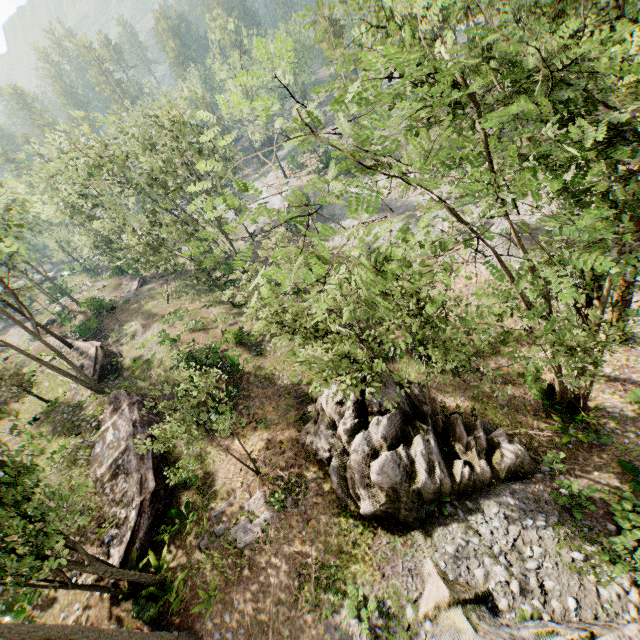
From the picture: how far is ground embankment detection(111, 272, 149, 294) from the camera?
41.2 meters

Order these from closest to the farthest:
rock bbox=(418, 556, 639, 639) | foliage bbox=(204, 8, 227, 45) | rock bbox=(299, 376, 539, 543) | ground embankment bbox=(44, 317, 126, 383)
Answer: rock bbox=(418, 556, 639, 639) → rock bbox=(299, 376, 539, 543) → ground embankment bbox=(44, 317, 126, 383) → foliage bbox=(204, 8, 227, 45)

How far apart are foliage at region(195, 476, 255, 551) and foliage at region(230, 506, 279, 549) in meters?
0.1 m

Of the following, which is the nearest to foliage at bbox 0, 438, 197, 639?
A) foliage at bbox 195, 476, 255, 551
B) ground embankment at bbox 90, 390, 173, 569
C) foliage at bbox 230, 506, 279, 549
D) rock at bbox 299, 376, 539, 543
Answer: ground embankment at bbox 90, 390, 173, 569

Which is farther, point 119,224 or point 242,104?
point 119,224

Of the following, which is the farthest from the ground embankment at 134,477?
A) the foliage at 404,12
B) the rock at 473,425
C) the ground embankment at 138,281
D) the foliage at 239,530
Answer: the ground embankment at 138,281

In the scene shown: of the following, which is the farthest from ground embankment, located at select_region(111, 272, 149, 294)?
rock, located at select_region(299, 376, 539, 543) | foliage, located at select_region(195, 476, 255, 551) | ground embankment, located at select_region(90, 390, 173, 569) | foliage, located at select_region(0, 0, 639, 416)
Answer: foliage, located at select_region(195, 476, 255, 551)

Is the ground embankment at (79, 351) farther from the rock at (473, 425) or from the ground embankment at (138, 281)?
the rock at (473, 425)
